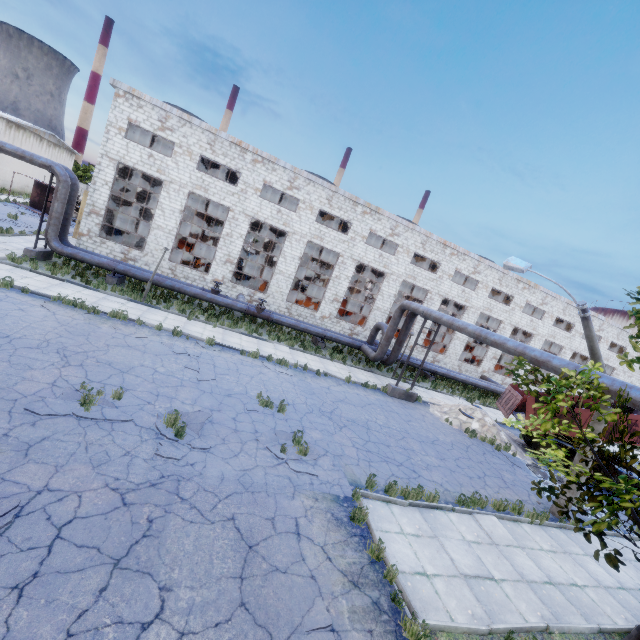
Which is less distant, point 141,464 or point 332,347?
point 141,464

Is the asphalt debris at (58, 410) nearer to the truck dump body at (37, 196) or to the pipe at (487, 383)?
the pipe at (487, 383)

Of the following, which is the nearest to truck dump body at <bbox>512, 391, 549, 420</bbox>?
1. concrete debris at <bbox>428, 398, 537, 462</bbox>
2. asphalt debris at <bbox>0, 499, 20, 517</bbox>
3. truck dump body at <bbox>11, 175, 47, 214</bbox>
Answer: concrete debris at <bbox>428, 398, 537, 462</bbox>

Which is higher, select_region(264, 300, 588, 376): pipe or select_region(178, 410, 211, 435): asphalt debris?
select_region(264, 300, 588, 376): pipe

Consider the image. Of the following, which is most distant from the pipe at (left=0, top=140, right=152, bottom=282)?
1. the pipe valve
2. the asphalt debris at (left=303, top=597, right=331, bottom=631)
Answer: the asphalt debris at (left=303, top=597, right=331, bottom=631)

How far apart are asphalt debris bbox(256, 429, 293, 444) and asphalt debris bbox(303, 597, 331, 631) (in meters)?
3.09

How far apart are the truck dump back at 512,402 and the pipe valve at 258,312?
14.5 meters

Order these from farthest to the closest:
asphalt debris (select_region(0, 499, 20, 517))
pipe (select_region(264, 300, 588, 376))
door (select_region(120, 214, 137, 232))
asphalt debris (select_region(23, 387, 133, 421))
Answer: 1. door (select_region(120, 214, 137, 232))
2. pipe (select_region(264, 300, 588, 376))
3. asphalt debris (select_region(23, 387, 133, 421))
4. asphalt debris (select_region(0, 499, 20, 517))
